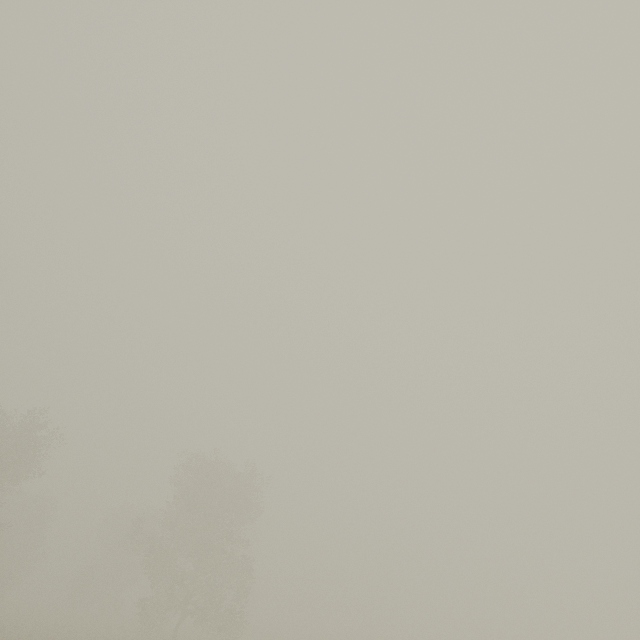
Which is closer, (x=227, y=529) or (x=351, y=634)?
(x=227, y=529)
